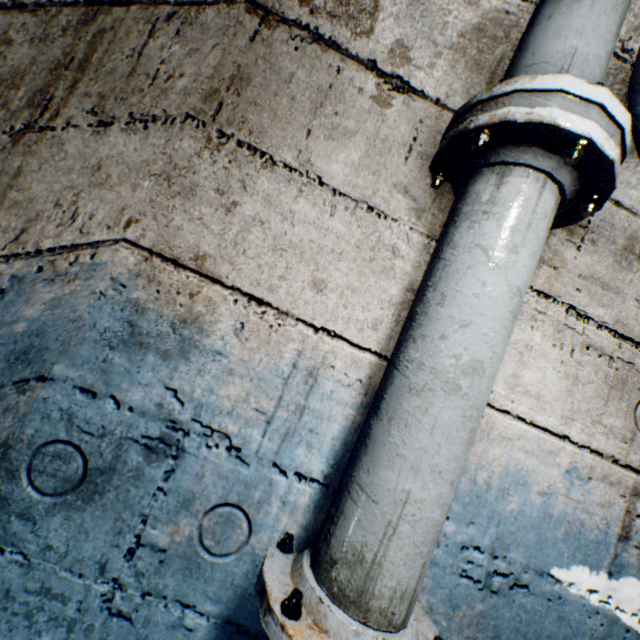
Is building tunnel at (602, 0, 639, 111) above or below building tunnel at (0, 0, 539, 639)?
above

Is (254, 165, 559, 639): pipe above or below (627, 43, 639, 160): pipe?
below

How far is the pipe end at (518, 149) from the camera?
0.59m

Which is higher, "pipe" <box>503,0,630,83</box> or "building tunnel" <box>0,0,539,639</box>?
"pipe" <box>503,0,630,83</box>

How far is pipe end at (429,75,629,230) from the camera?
0.6m

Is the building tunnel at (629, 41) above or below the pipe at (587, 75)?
above

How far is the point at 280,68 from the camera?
0.8 meters
